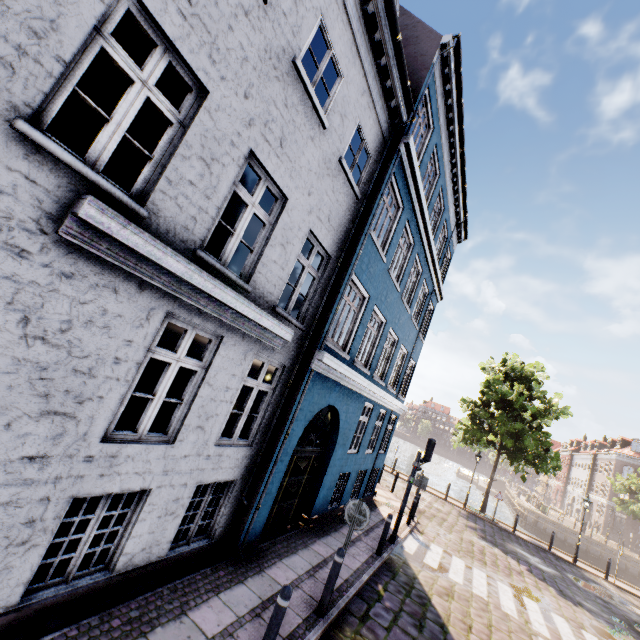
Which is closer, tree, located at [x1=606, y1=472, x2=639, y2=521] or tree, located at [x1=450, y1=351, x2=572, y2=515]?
tree, located at [x1=450, y1=351, x2=572, y2=515]

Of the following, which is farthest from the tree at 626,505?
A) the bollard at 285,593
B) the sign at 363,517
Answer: the bollard at 285,593

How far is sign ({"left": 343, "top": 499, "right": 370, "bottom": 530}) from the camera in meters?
6.2 m

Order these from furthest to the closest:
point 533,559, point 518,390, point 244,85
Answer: point 518,390, point 533,559, point 244,85

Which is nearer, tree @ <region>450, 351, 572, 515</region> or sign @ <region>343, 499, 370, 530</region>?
sign @ <region>343, 499, 370, 530</region>

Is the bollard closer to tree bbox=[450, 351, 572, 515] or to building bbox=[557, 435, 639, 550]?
tree bbox=[450, 351, 572, 515]

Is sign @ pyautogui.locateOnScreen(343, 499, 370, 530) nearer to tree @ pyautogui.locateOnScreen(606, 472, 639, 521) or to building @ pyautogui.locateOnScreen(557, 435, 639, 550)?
tree @ pyautogui.locateOnScreen(606, 472, 639, 521)

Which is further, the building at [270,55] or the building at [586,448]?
the building at [586,448]
